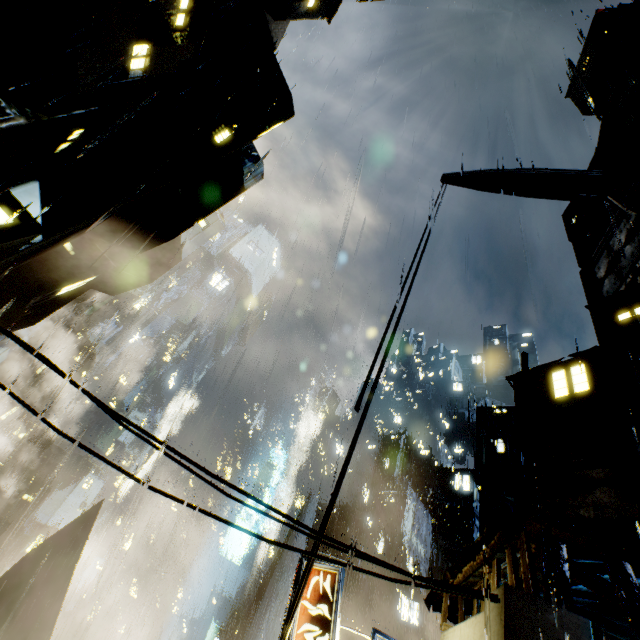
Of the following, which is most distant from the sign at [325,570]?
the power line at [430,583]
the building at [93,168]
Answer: the power line at [430,583]

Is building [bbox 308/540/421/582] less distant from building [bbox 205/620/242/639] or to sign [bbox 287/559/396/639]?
sign [bbox 287/559/396/639]

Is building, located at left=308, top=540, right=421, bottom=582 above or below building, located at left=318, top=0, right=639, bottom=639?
below

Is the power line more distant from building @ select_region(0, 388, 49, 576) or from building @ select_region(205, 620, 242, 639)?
building @ select_region(205, 620, 242, 639)

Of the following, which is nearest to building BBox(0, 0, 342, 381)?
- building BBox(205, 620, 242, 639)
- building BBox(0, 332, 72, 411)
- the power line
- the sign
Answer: the power line

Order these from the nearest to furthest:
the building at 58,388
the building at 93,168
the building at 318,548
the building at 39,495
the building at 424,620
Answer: the building at 424,620 < the building at 93,168 < the building at 318,548 < the building at 58,388 < the building at 39,495

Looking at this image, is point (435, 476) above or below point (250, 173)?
above

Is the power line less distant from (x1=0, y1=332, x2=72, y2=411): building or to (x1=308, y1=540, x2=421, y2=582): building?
(x1=308, y1=540, x2=421, y2=582): building
